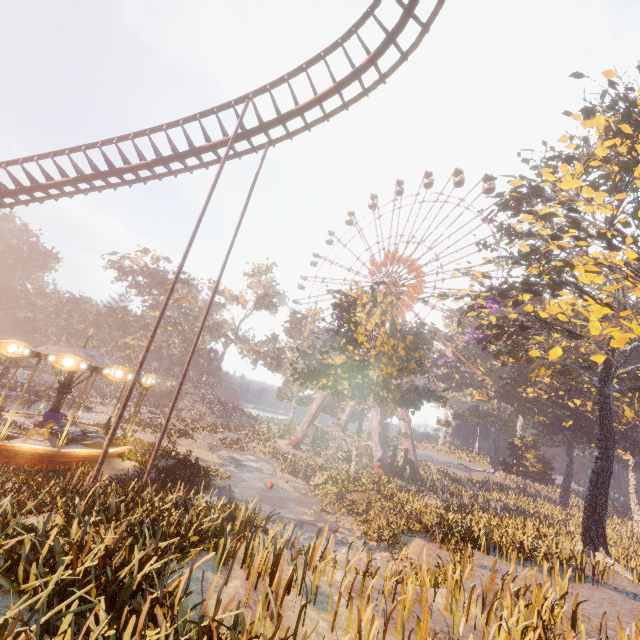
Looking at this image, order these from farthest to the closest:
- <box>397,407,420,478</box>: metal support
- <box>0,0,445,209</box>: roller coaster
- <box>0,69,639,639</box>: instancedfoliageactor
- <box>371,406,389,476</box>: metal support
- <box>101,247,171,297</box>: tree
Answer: <box>101,247,171,297</box>: tree, <box>397,407,420,478</box>: metal support, <box>371,406,389,476</box>: metal support, <box>0,0,445,209</box>: roller coaster, <box>0,69,639,639</box>: instancedfoliageactor

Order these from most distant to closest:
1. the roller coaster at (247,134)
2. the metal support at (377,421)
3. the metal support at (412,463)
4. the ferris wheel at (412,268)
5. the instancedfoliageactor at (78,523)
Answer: the ferris wheel at (412,268)
the metal support at (412,463)
the metal support at (377,421)
the roller coaster at (247,134)
the instancedfoliageactor at (78,523)

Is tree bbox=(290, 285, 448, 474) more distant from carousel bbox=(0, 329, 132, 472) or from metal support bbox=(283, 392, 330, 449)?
carousel bbox=(0, 329, 132, 472)

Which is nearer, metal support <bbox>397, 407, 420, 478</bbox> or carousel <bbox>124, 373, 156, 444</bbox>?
carousel <bbox>124, 373, 156, 444</bbox>

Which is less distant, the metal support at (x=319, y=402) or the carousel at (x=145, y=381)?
the carousel at (x=145, y=381)

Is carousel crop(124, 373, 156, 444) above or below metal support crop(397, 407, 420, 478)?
above

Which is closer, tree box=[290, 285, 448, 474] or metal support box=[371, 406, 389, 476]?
tree box=[290, 285, 448, 474]

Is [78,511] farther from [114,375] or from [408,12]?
[408,12]
